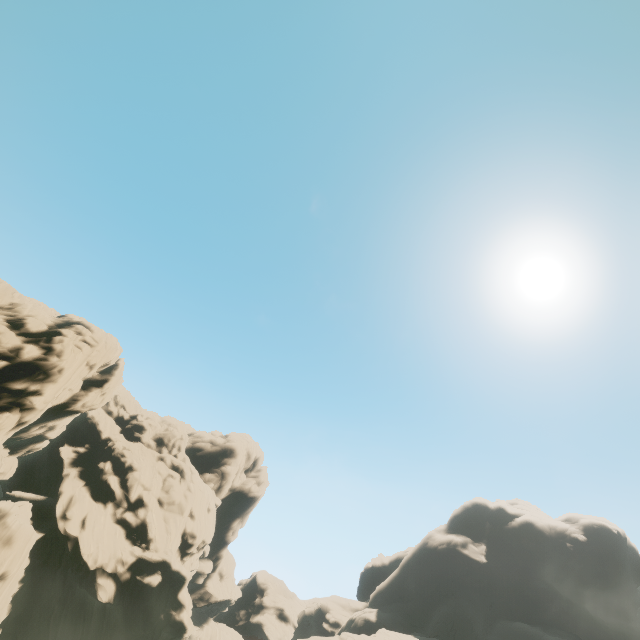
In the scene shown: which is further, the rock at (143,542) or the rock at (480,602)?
the rock at (480,602)

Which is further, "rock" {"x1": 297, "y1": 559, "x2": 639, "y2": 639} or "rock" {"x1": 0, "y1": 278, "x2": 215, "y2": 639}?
"rock" {"x1": 297, "y1": 559, "x2": 639, "y2": 639}

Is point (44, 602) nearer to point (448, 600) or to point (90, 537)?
point (90, 537)
